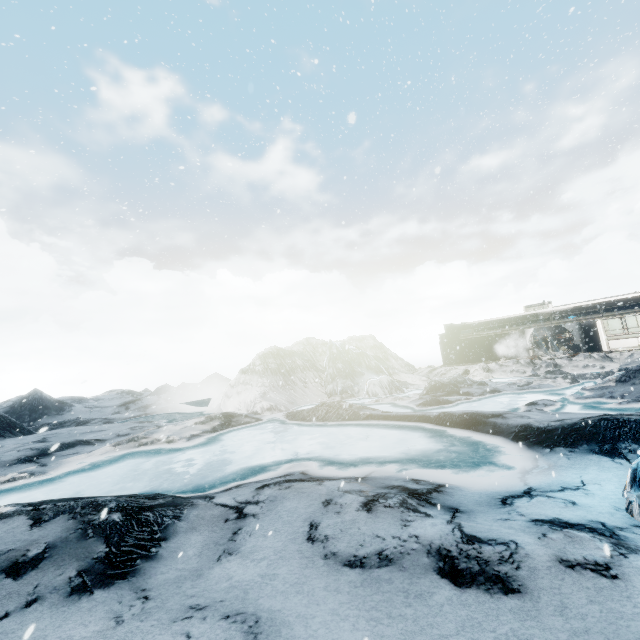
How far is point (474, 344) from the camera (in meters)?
34.12
